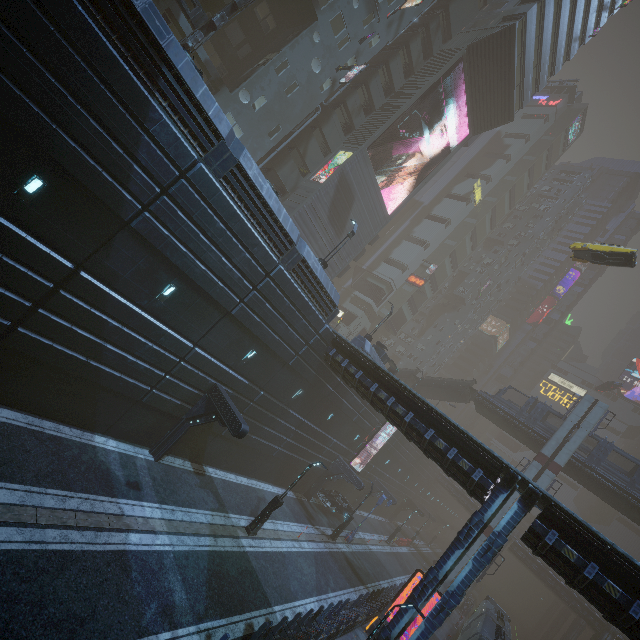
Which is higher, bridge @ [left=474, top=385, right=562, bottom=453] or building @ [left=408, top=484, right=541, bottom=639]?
bridge @ [left=474, top=385, right=562, bottom=453]

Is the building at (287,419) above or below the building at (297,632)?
above

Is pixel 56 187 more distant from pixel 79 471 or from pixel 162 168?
pixel 79 471

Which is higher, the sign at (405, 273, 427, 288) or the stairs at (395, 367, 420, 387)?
the sign at (405, 273, 427, 288)

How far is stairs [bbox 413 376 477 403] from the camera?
41.0m

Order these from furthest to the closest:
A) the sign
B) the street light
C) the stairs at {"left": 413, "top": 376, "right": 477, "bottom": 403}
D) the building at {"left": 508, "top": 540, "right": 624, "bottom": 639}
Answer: the sign, the building at {"left": 508, "top": 540, "right": 624, "bottom": 639}, the stairs at {"left": 413, "top": 376, "right": 477, "bottom": 403}, the street light

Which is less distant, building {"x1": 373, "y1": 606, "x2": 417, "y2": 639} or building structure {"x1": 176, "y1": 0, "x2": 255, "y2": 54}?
building {"x1": 373, "y1": 606, "x2": 417, "y2": 639}

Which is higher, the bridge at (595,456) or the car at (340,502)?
the bridge at (595,456)
